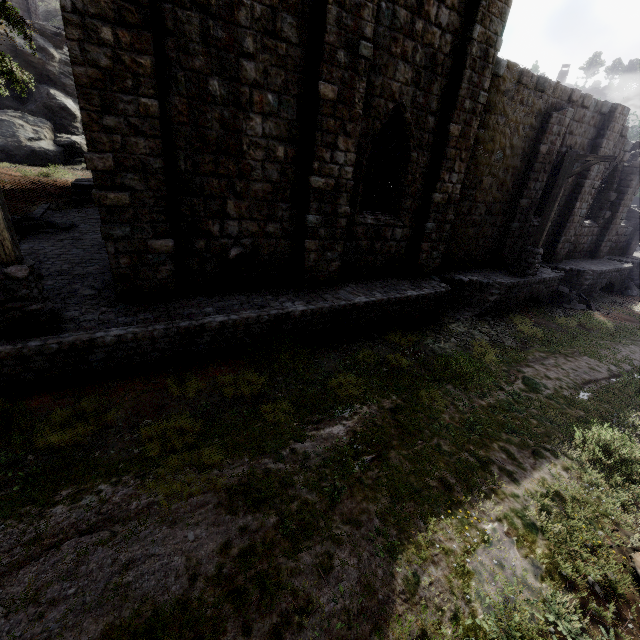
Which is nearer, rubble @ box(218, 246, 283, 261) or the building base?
the building base

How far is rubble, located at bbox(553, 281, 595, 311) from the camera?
→ 15.0 meters

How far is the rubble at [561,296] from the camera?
15.0 meters

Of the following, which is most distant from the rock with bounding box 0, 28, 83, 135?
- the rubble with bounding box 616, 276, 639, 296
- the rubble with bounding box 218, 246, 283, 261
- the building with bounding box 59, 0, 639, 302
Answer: the rubble with bounding box 616, 276, 639, 296

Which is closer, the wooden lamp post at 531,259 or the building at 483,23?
the building at 483,23

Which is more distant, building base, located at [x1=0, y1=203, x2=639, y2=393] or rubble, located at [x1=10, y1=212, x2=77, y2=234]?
rubble, located at [x1=10, y1=212, x2=77, y2=234]

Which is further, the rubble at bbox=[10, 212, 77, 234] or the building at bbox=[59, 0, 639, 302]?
the rubble at bbox=[10, 212, 77, 234]

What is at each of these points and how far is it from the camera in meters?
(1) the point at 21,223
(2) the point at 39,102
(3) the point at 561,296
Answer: (1) rubble, 11.7 m
(2) rock, 26.3 m
(3) rubble, 15.4 m
